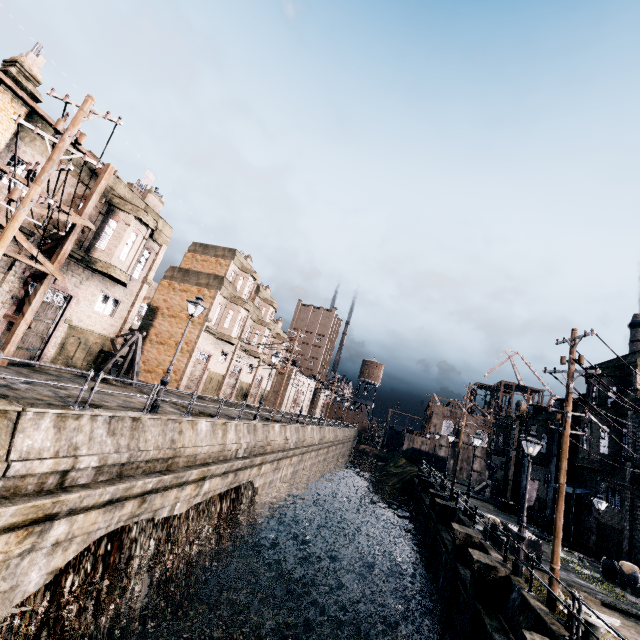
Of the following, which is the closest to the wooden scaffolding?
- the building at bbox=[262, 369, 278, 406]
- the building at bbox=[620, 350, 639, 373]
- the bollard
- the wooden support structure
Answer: the wooden support structure

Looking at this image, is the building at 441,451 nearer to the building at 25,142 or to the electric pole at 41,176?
the electric pole at 41,176

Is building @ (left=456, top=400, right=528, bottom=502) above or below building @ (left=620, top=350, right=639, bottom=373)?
below

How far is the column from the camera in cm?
2420

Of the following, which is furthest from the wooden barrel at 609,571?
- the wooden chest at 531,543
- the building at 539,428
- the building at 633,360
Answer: the building at 539,428

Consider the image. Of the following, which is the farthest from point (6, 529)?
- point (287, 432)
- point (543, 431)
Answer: point (543, 431)

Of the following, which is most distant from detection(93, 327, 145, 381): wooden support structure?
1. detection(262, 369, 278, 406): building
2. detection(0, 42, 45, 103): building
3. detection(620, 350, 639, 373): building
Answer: detection(620, 350, 639, 373): building

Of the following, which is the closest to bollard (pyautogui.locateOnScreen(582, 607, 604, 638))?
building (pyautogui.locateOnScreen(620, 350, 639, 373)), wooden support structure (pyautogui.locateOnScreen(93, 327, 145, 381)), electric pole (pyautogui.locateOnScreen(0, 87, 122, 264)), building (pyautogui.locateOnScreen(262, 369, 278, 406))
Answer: building (pyautogui.locateOnScreen(620, 350, 639, 373))
